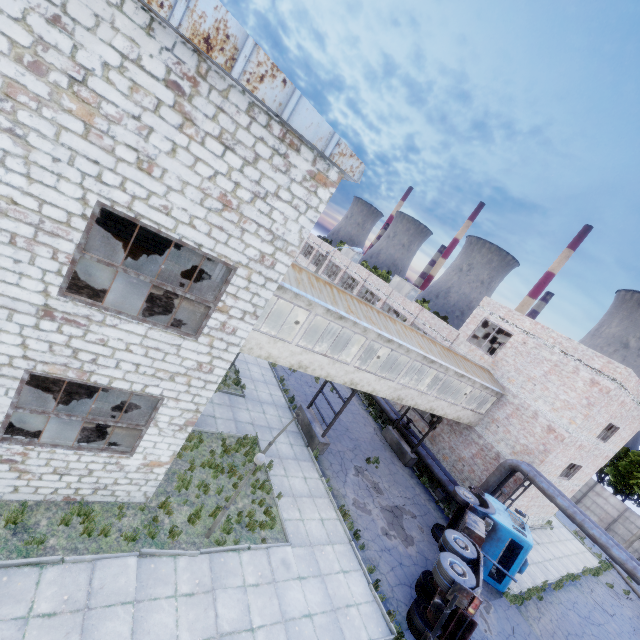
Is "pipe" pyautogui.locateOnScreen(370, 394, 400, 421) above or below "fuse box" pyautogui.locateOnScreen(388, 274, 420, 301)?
below

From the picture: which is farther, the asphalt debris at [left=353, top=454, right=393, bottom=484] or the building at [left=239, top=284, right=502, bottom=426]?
the asphalt debris at [left=353, top=454, right=393, bottom=484]

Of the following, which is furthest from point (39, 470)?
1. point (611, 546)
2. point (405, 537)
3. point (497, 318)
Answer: point (497, 318)

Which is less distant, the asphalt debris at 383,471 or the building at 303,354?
the building at 303,354

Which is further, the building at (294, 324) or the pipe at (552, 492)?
the building at (294, 324)

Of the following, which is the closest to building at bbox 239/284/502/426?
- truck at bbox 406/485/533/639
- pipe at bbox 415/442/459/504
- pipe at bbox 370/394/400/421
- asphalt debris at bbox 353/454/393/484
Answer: pipe at bbox 415/442/459/504

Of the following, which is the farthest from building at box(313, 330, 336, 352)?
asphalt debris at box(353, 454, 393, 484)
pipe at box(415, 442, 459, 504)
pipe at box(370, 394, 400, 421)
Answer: asphalt debris at box(353, 454, 393, 484)

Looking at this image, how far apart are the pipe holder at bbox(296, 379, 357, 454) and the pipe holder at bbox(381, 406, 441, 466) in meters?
7.1 m
